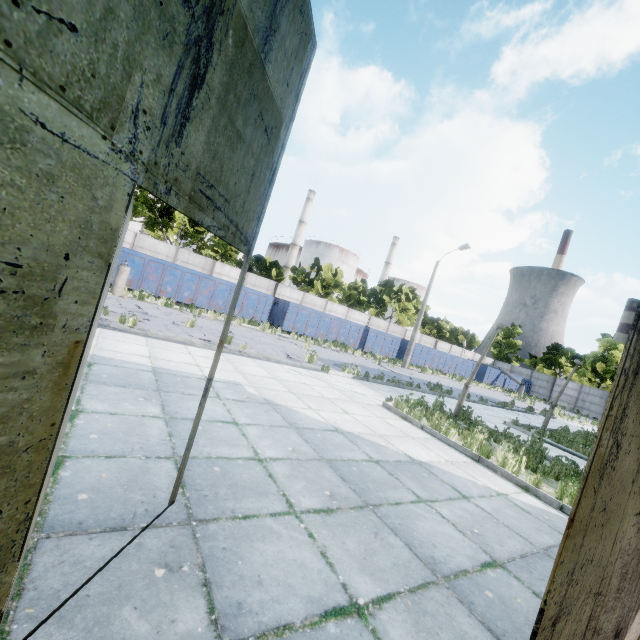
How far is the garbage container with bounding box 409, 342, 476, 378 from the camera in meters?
30.3

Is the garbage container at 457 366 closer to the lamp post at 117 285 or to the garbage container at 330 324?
the garbage container at 330 324

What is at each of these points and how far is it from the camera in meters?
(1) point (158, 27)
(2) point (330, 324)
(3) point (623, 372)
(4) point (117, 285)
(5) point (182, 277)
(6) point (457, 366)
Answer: (1) door, 1.1
(2) garbage container, 24.6
(3) door, 1.3
(4) lamp post, 14.7
(5) garbage container, 18.7
(6) garbage container, 33.9

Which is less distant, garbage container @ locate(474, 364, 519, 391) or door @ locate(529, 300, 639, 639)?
door @ locate(529, 300, 639, 639)

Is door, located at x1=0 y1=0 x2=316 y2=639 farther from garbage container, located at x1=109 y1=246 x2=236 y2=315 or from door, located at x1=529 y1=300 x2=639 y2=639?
garbage container, located at x1=109 y1=246 x2=236 y2=315

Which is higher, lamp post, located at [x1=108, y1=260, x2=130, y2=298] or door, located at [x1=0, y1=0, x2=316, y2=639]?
door, located at [x1=0, y1=0, x2=316, y2=639]

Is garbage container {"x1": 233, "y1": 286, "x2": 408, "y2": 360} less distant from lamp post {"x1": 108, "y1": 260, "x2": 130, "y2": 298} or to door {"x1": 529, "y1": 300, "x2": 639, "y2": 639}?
lamp post {"x1": 108, "y1": 260, "x2": 130, "y2": 298}

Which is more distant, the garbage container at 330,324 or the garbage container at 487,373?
the garbage container at 487,373
